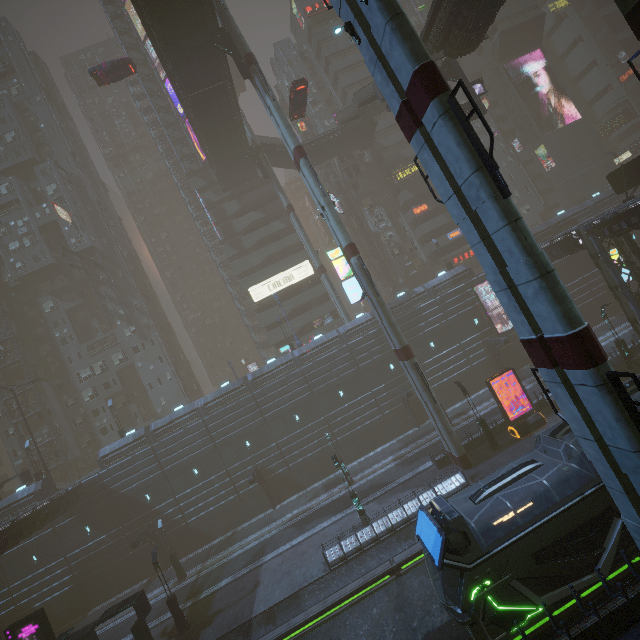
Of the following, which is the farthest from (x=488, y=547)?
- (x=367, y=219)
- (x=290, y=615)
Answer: (x=367, y=219)

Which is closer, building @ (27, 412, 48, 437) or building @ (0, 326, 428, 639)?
building @ (0, 326, 428, 639)

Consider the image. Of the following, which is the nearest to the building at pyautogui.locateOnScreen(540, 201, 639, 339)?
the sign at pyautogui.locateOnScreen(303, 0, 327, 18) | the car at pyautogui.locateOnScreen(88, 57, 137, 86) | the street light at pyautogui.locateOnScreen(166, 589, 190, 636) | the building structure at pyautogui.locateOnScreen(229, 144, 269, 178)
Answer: the sign at pyautogui.locateOnScreen(303, 0, 327, 18)

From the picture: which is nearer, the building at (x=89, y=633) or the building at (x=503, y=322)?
the building at (x=89, y=633)

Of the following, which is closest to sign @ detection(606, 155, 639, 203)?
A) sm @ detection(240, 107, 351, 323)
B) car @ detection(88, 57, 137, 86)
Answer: sm @ detection(240, 107, 351, 323)

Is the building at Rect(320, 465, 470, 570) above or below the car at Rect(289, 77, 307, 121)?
below

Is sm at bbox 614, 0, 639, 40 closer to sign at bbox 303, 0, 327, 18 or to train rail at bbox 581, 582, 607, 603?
train rail at bbox 581, 582, 607, 603

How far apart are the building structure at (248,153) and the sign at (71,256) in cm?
2626
